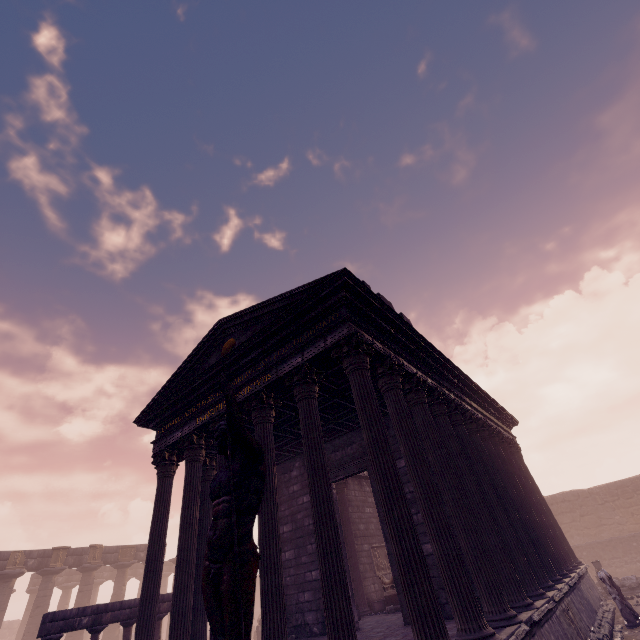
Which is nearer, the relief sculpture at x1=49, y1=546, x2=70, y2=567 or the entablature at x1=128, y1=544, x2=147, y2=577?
the relief sculpture at x1=49, y1=546, x2=70, y2=567

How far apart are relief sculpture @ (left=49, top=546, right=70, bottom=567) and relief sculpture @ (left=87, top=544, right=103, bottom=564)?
1.1m

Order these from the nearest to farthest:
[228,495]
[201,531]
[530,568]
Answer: [228,495] → [530,568] → [201,531]

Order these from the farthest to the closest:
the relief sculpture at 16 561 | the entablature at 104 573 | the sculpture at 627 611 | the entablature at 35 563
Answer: the entablature at 104 573
the entablature at 35 563
the relief sculpture at 16 561
the sculpture at 627 611

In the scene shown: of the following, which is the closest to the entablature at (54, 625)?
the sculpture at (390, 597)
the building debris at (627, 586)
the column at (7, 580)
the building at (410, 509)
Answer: the building at (410, 509)

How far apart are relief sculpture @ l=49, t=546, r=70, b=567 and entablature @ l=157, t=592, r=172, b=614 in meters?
15.5

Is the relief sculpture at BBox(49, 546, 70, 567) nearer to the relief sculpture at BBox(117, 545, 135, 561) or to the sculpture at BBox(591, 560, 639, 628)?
the relief sculpture at BBox(117, 545, 135, 561)

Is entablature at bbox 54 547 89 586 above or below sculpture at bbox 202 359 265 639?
above
